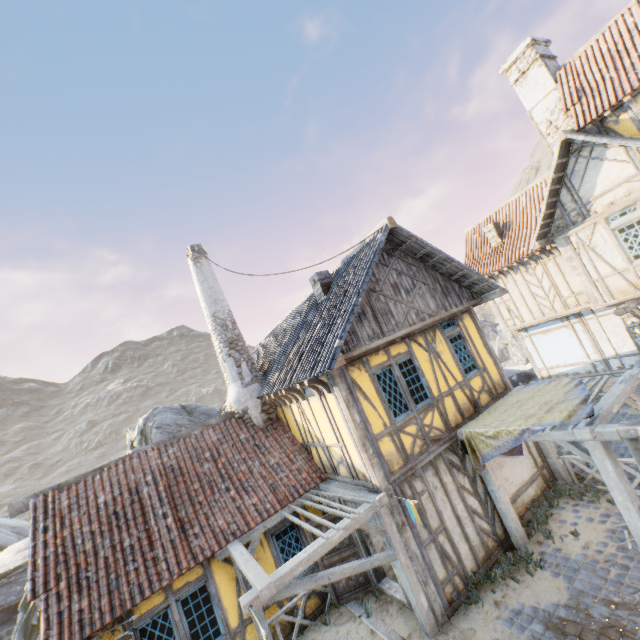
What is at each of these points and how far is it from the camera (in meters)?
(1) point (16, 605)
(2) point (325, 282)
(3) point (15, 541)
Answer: (1) rock, 14.52
(2) chimney, 10.28
(3) rock, 22.88

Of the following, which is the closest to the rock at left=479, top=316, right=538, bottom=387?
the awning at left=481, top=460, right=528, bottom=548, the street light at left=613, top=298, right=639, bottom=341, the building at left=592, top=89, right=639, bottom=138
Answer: the building at left=592, top=89, right=639, bottom=138

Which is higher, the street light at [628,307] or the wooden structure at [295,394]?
the wooden structure at [295,394]

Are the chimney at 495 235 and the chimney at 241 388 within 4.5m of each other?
no

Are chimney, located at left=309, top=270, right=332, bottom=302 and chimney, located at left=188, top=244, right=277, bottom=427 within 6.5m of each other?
yes

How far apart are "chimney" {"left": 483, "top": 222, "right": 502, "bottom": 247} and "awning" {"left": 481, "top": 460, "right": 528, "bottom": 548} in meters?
11.1

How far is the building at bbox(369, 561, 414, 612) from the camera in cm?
745
